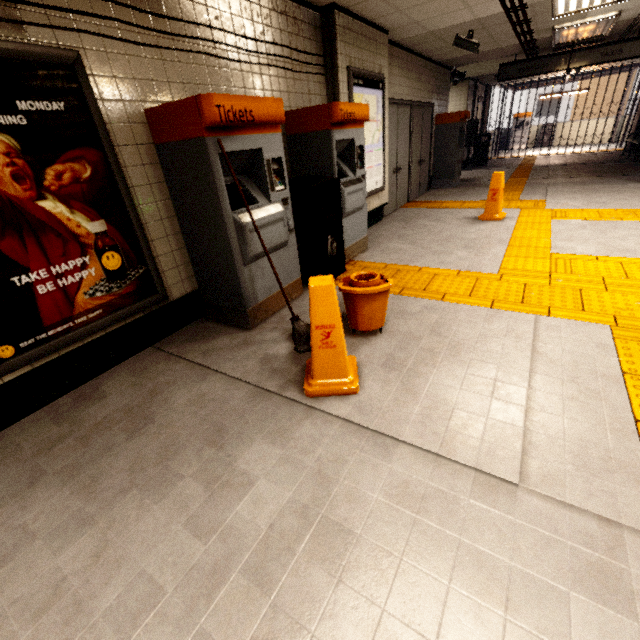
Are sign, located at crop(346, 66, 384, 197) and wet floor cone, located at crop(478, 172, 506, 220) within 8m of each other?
yes

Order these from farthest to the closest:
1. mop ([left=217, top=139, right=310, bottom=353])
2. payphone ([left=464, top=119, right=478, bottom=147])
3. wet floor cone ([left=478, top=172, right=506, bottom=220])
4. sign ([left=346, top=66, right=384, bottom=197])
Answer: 1. payphone ([left=464, top=119, right=478, bottom=147])
2. wet floor cone ([left=478, top=172, right=506, bottom=220])
3. sign ([left=346, top=66, right=384, bottom=197])
4. mop ([left=217, top=139, right=310, bottom=353])

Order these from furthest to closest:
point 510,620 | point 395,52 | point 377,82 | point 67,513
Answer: point 395,52
point 377,82
point 67,513
point 510,620

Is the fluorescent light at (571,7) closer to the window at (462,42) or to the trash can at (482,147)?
the window at (462,42)

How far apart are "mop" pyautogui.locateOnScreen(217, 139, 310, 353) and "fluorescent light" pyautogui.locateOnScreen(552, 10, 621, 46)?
7.6 meters

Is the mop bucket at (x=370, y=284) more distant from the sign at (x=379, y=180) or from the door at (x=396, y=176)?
the door at (x=396, y=176)

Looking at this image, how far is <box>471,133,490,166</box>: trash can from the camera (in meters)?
12.95

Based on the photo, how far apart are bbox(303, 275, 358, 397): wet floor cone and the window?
6.5 meters
